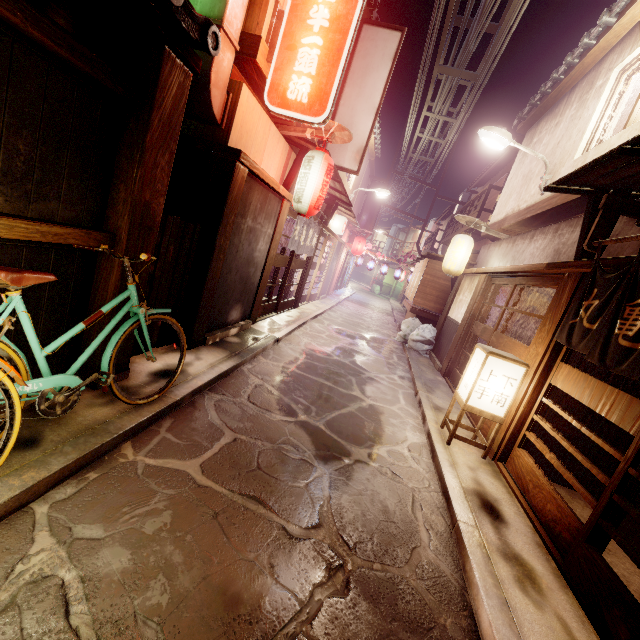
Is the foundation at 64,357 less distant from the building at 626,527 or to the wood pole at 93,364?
the wood pole at 93,364

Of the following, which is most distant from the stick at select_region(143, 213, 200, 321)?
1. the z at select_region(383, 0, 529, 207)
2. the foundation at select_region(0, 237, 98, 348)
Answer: the z at select_region(383, 0, 529, 207)

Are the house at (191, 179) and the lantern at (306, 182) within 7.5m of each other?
yes

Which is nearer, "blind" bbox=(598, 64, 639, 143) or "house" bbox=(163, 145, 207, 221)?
"house" bbox=(163, 145, 207, 221)

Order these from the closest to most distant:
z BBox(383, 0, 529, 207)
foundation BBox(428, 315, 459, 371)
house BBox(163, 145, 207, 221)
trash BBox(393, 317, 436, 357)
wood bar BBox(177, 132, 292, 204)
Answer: wood bar BBox(177, 132, 292, 204) → house BBox(163, 145, 207, 221) → z BBox(383, 0, 529, 207) → foundation BBox(428, 315, 459, 371) → trash BBox(393, 317, 436, 357)

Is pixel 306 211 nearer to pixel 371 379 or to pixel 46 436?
pixel 371 379

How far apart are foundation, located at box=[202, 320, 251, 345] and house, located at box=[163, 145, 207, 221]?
2.77m

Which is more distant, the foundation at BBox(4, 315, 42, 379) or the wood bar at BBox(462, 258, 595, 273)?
the wood bar at BBox(462, 258, 595, 273)
